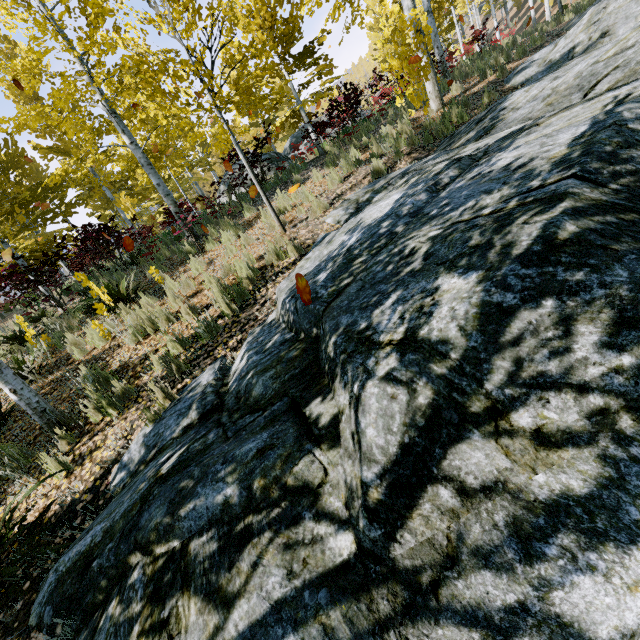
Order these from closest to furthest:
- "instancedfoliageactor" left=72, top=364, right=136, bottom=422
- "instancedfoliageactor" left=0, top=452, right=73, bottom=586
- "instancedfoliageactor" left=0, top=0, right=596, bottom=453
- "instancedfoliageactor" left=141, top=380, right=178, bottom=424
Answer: "instancedfoliageactor" left=0, top=452, right=73, bottom=586 → "instancedfoliageactor" left=141, top=380, right=178, bottom=424 → "instancedfoliageactor" left=72, top=364, right=136, bottom=422 → "instancedfoliageactor" left=0, top=0, right=596, bottom=453

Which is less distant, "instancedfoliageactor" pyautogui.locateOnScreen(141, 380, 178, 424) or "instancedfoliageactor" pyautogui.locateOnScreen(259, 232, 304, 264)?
"instancedfoliageactor" pyautogui.locateOnScreen(141, 380, 178, 424)

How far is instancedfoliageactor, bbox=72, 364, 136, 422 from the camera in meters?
4.2 m

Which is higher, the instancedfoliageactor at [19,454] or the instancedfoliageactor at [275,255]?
the instancedfoliageactor at [275,255]

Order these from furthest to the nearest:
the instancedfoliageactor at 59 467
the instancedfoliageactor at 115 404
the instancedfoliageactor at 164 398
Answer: the instancedfoliageactor at 115 404 → the instancedfoliageactor at 164 398 → the instancedfoliageactor at 59 467

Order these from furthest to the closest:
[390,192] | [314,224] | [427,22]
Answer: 1. [427,22]
2. [314,224]
3. [390,192]
